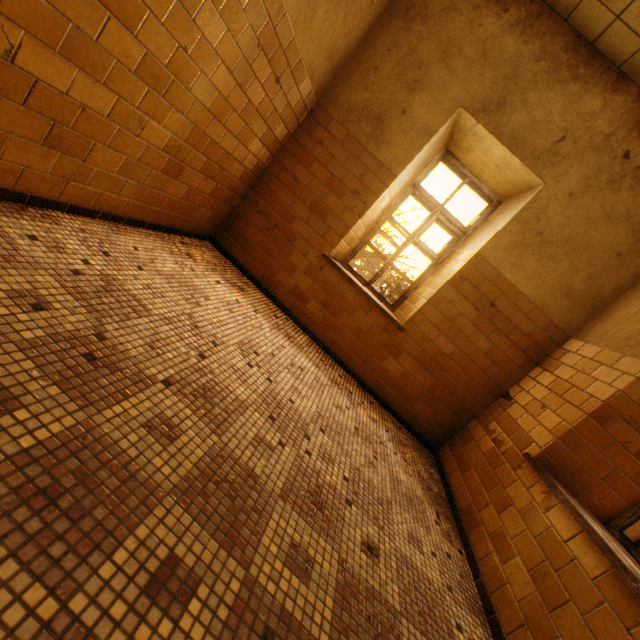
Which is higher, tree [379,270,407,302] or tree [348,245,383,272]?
tree [379,270,407,302]

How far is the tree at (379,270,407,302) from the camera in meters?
9.7

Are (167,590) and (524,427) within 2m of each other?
no

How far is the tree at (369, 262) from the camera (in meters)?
9.86
